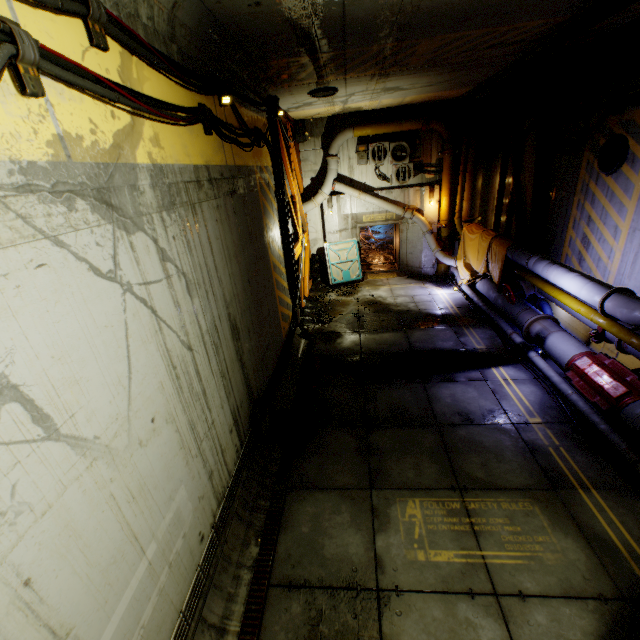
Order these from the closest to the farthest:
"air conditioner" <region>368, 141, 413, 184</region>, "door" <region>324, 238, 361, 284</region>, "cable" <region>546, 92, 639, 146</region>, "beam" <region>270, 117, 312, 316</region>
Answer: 1. "cable" <region>546, 92, 639, 146</region>
2. "beam" <region>270, 117, 312, 316</region>
3. "air conditioner" <region>368, 141, 413, 184</region>
4. "door" <region>324, 238, 361, 284</region>

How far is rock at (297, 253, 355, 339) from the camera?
11.2 meters

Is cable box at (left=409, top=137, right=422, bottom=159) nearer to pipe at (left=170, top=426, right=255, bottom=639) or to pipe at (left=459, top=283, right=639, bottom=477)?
pipe at (left=459, top=283, right=639, bottom=477)

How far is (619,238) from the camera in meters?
7.3 m

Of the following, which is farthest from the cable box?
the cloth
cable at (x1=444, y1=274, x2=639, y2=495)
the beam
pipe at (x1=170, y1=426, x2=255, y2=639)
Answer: pipe at (x1=170, y1=426, x2=255, y2=639)

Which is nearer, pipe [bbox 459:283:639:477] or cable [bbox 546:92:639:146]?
pipe [bbox 459:283:639:477]

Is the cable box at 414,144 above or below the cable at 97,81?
below

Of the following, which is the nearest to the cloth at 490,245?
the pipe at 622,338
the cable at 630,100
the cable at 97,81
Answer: the pipe at 622,338
